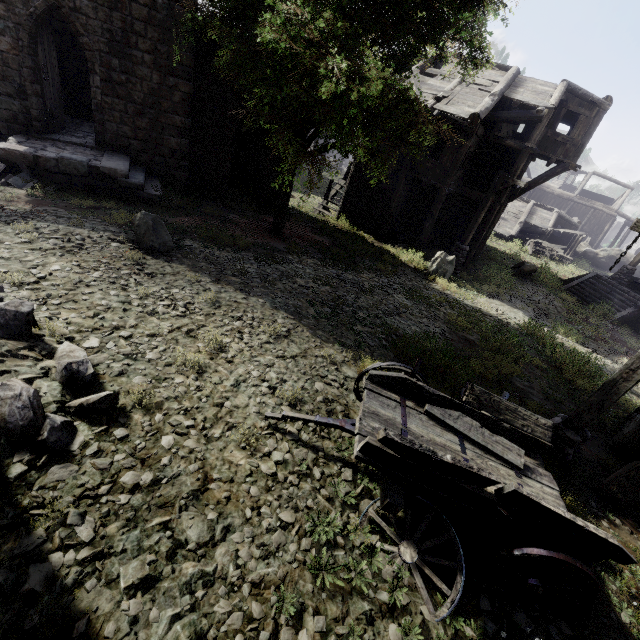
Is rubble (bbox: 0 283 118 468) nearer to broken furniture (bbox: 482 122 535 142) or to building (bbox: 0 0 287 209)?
building (bbox: 0 0 287 209)

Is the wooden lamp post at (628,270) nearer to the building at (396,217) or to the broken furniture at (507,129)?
the building at (396,217)

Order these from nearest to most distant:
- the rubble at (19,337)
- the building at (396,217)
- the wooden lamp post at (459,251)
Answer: the rubble at (19,337) → the wooden lamp post at (459,251) → the building at (396,217)

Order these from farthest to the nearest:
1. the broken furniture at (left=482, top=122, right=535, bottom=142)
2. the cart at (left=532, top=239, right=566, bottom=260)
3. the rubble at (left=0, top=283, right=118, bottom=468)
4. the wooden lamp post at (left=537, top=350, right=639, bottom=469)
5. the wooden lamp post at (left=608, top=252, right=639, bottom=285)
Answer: the cart at (left=532, top=239, right=566, bottom=260), the wooden lamp post at (left=608, top=252, right=639, bottom=285), the broken furniture at (left=482, top=122, right=535, bottom=142), the wooden lamp post at (left=537, top=350, right=639, bottom=469), the rubble at (left=0, top=283, right=118, bottom=468)

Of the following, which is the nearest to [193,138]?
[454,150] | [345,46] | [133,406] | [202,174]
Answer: [202,174]

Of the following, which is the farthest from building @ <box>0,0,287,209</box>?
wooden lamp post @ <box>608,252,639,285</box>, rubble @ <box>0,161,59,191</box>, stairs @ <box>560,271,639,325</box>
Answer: wooden lamp post @ <box>608,252,639,285</box>

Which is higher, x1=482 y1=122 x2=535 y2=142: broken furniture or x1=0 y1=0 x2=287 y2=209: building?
x1=482 y1=122 x2=535 y2=142: broken furniture

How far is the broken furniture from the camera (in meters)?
15.98
